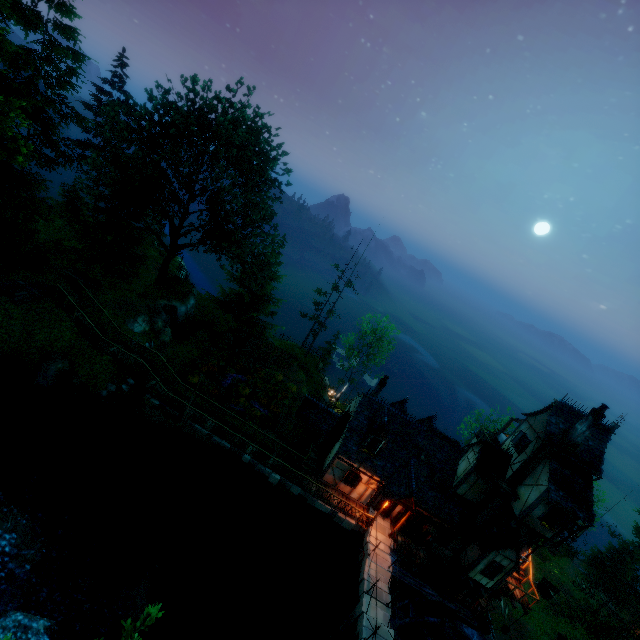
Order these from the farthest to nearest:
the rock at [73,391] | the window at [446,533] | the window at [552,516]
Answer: the window at [446,533] < the rock at [73,391] < the window at [552,516]

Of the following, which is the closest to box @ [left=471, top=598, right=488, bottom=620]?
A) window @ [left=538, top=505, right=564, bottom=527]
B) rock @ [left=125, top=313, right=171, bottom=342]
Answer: window @ [left=538, top=505, right=564, bottom=527]

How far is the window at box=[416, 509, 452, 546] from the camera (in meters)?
22.92

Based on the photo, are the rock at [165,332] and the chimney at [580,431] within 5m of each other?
no

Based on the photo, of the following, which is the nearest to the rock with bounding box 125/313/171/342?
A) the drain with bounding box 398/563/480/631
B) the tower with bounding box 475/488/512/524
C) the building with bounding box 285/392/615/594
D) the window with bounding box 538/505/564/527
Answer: the building with bounding box 285/392/615/594

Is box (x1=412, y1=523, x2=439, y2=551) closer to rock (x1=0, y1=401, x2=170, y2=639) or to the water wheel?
the water wheel

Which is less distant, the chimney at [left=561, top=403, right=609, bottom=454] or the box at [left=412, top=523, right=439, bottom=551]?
the chimney at [left=561, top=403, right=609, bottom=454]

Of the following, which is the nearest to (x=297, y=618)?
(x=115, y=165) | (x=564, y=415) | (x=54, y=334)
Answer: (x=564, y=415)
